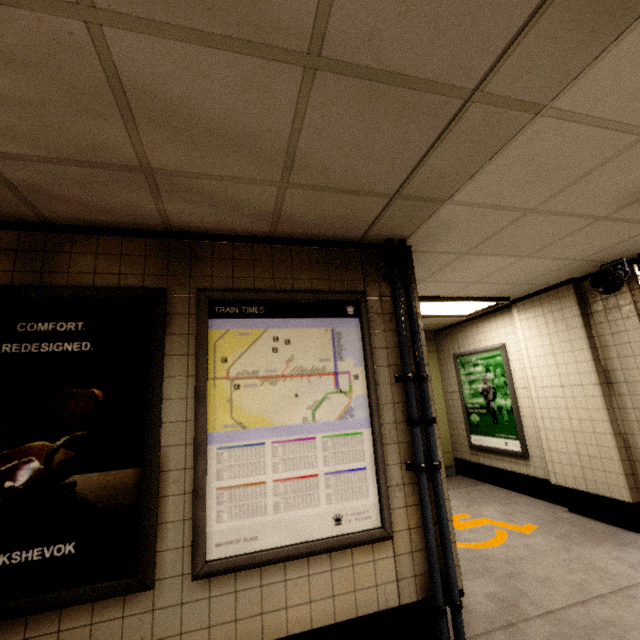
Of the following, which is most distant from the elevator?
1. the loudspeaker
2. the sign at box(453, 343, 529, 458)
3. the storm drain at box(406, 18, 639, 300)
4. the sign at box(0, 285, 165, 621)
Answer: the sign at box(0, 285, 165, 621)

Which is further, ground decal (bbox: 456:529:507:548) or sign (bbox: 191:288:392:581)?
ground decal (bbox: 456:529:507:548)

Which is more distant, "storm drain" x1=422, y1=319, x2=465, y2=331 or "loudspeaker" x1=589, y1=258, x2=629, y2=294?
"storm drain" x1=422, y1=319, x2=465, y2=331

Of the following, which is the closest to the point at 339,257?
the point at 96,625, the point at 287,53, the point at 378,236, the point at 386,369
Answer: the point at 378,236

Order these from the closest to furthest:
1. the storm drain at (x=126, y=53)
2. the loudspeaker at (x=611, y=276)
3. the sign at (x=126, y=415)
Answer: the storm drain at (x=126, y=53)
the sign at (x=126, y=415)
the loudspeaker at (x=611, y=276)

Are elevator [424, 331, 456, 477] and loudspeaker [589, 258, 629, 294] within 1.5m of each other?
no

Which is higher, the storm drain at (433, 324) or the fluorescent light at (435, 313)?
the storm drain at (433, 324)

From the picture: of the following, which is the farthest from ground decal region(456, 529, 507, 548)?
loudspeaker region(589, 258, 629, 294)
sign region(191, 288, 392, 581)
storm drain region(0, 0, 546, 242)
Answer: storm drain region(0, 0, 546, 242)
